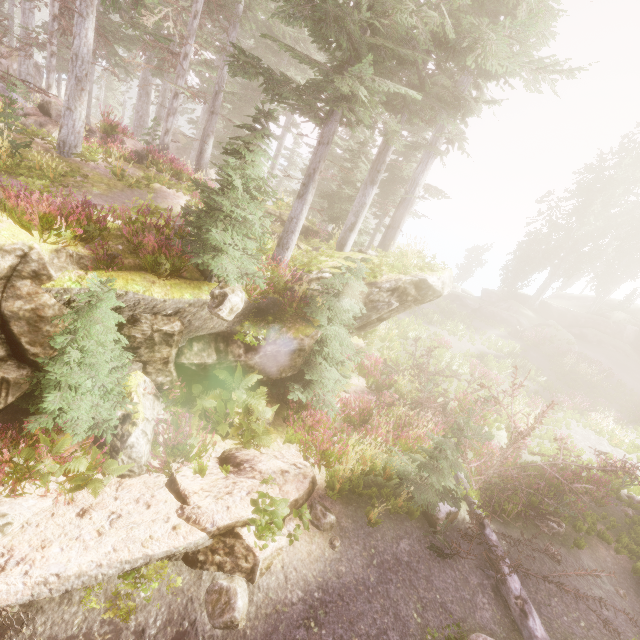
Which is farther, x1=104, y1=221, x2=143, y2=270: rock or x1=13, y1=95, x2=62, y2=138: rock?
x1=13, y1=95, x2=62, y2=138: rock

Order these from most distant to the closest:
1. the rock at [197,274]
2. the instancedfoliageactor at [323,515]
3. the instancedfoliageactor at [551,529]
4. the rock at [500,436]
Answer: the rock at [500,436] < the instancedfoliageactor at [551,529] < the rock at [197,274] < the instancedfoliageactor at [323,515]

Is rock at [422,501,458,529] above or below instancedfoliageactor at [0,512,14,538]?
above

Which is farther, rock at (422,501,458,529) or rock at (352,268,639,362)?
rock at (352,268,639,362)

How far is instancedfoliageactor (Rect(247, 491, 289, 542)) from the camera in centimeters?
579cm

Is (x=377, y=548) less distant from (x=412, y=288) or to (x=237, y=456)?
(x=237, y=456)

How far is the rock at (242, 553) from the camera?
5.59m

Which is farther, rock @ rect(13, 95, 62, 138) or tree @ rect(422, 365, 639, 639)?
rock @ rect(13, 95, 62, 138)
